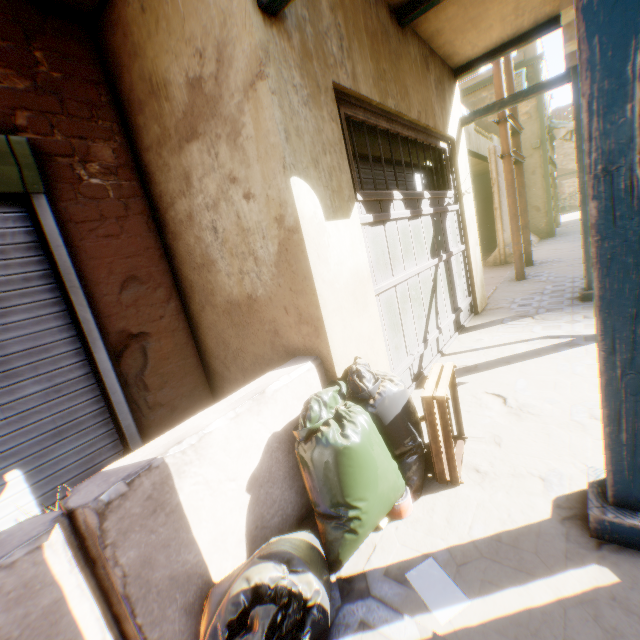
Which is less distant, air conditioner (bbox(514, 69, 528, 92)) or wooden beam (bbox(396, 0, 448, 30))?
wooden beam (bbox(396, 0, 448, 30))

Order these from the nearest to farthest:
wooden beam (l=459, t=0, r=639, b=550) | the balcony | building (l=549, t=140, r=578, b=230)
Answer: wooden beam (l=459, t=0, r=639, b=550), the balcony, building (l=549, t=140, r=578, b=230)

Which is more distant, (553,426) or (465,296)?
(465,296)

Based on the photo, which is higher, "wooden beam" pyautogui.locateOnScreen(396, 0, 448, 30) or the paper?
"wooden beam" pyautogui.locateOnScreen(396, 0, 448, 30)

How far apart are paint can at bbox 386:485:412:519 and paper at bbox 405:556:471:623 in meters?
0.3

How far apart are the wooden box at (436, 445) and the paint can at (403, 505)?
0.3 meters

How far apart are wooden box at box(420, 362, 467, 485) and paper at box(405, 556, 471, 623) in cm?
54

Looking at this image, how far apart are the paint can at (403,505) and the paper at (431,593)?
0.3m
